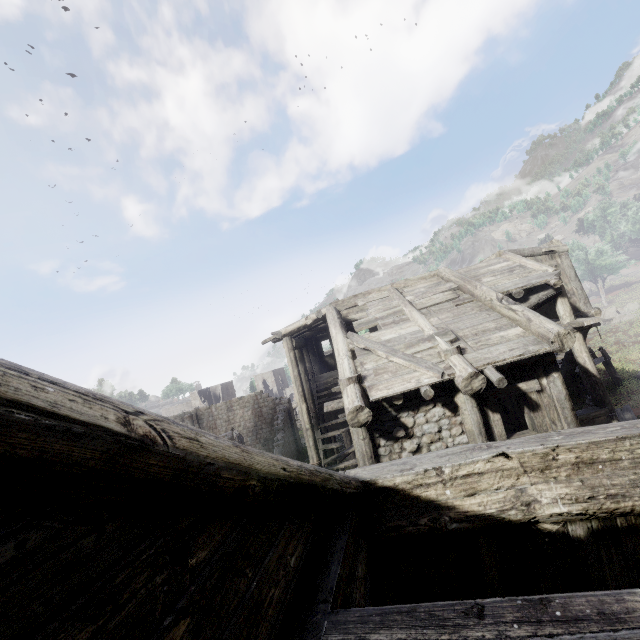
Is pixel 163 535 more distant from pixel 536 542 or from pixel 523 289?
pixel 523 289

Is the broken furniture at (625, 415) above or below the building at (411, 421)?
below

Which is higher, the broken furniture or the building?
the building

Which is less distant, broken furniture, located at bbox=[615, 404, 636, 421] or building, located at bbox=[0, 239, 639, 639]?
building, located at bbox=[0, 239, 639, 639]

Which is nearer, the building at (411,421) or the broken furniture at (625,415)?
the building at (411,421)
